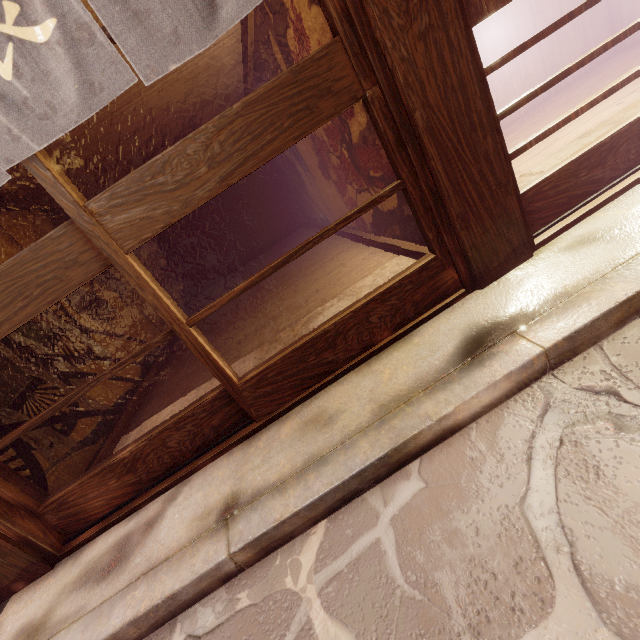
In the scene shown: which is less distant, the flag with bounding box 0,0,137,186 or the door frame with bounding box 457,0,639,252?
the flag with bounding box 0,0,137,186

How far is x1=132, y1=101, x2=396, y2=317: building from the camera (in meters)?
5.76

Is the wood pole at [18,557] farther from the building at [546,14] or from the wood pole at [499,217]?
the building at [546,14]

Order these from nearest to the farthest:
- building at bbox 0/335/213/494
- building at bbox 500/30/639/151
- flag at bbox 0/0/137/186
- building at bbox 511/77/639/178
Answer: flag at bbox 0/0/137/186, building at bbox 0/335/213/494, building at bbox 511/77/639/178, building at bbox 500/30/639/151

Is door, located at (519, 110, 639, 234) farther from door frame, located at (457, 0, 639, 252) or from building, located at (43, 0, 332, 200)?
building, located at (43, 0, 332, 200)

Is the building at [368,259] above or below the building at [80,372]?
below

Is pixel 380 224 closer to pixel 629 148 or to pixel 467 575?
pixel 629 148

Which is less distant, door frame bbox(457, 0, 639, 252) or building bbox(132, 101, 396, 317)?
door frame bbox(457, 0, 639, 252)
